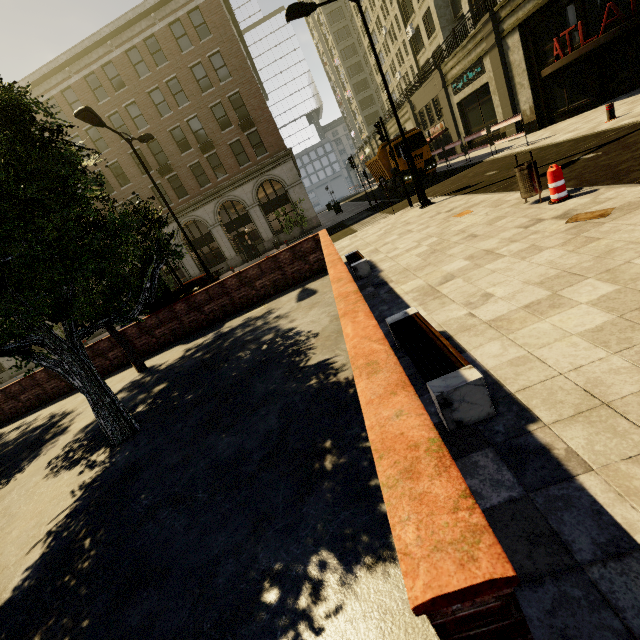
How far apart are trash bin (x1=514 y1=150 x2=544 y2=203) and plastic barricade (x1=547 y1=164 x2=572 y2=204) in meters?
0.2

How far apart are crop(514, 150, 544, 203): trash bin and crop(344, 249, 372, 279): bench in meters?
3.6 m

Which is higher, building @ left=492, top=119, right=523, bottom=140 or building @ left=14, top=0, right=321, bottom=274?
building @ left=14, top=0, right=321, bottom=274

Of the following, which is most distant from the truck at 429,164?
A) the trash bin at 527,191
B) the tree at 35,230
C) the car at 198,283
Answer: the trash bin at 527,191

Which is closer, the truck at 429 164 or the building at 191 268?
the truck at 429 164

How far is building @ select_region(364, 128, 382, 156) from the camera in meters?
51.0 m

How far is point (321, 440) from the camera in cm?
328

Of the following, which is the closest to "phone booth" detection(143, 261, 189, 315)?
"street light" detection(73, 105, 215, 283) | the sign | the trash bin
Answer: "street light" detection(73, 105, 215, 283)
